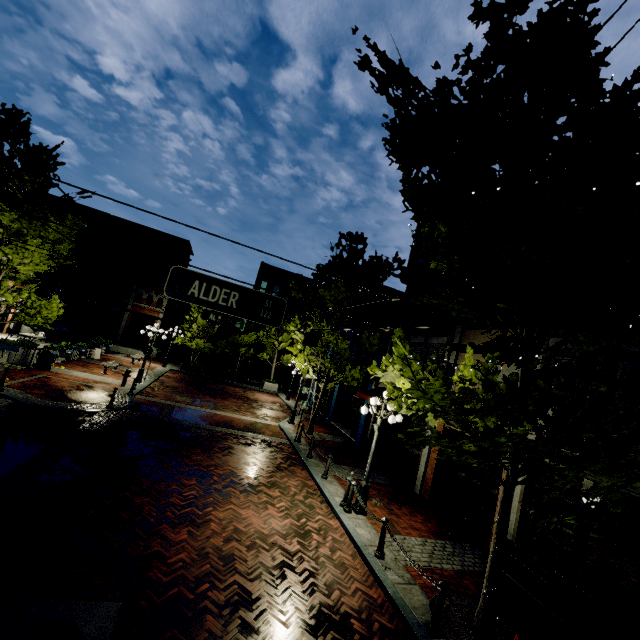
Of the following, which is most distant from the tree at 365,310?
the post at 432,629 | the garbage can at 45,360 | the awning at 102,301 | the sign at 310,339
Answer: the awning at 102,301

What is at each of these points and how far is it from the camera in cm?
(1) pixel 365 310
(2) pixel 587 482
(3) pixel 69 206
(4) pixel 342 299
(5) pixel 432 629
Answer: (1) tree, 1875
(2) building, 778
(3) building, 3069
(4) tree, 1692
(5) post, 563

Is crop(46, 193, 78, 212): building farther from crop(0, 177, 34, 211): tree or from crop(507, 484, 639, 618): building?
crop(507, 484, 639, 618): building

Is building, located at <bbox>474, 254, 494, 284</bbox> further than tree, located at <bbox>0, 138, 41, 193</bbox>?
Yes

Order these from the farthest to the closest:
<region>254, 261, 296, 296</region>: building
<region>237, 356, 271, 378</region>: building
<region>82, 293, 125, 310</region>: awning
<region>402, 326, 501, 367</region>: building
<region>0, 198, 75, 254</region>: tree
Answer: <region>254, 261, 296, 296</region>: building
<region>237, 356, 271, 378</region>: building
<region>82, 293, 125, 310</region>: awning
<region>402, 326, 501, 367</region>: building
<region>0, 198, 75, 254</region>: tree

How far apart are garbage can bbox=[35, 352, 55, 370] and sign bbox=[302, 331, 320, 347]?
13.89m

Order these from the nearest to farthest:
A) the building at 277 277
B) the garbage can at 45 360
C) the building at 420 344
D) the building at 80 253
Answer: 1. the building at 420 344
2. the garbage can at 45 360
3. the building at 80 253
4. the building at 277 277

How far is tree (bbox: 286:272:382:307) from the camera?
16.4 meters
